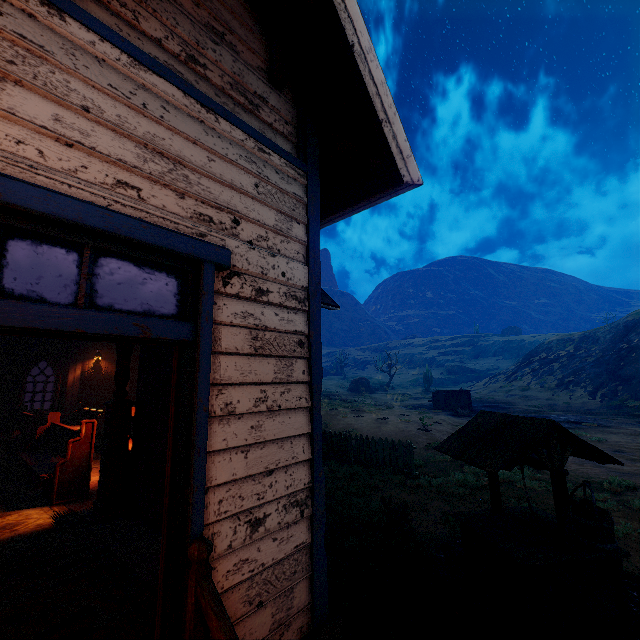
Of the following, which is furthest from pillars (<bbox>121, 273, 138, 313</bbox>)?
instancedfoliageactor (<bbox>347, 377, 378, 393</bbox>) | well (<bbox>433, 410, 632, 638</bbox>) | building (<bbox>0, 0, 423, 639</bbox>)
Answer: instancedfoliageactor (<bbox>347, 377, 378, 393</bbox>)

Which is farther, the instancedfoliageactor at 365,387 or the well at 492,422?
the instancedfoliageactor at 365,387

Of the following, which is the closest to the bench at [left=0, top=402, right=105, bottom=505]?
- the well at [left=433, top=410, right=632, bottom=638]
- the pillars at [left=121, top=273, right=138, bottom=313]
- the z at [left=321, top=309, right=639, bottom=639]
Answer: the pillars at [left=121, top=273, right=138, bottom=313]

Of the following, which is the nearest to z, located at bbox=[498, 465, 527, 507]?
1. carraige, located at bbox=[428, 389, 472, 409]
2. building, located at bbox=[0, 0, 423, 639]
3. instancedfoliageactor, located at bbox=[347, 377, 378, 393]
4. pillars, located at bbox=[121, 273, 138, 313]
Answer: building, located at bbox=[0, 0, 423, 639]

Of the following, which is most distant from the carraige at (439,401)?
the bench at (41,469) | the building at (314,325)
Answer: the bench at (41,469)

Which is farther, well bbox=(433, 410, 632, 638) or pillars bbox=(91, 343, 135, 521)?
pillars bbox=(91, 343, 135, 521)

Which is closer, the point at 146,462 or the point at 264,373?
the point at 264,373

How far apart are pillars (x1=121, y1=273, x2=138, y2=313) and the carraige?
28.2m
